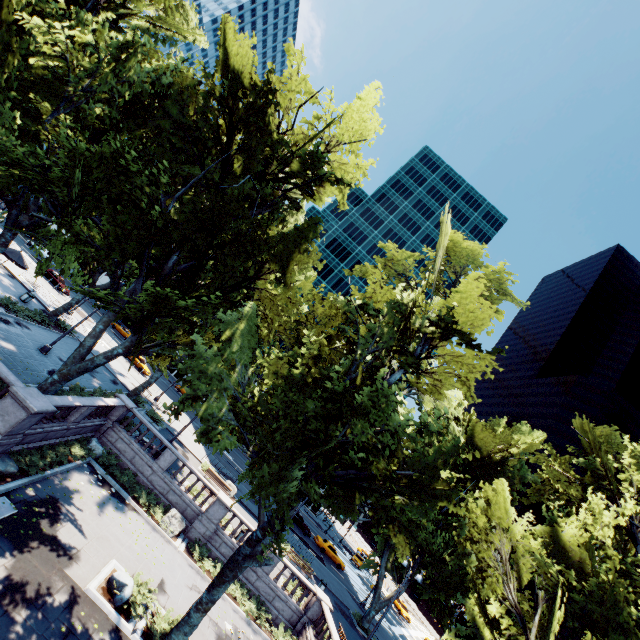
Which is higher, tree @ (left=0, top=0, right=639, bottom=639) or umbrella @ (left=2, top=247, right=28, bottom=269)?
tree @ (left=0, top=0, right=639, bottom=639)

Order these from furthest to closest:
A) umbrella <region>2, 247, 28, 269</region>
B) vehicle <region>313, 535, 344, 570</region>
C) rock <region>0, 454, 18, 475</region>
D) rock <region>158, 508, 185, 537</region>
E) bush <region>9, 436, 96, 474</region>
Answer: vehicle <region>313, 535, 344, 570</region>
umbrella <region>2, 247, 28, 269</region>
rock <region>158, 508, 185, 537</region>
bush <region>9, 436, 96, 474</region>
rock <region>0, 454, 18, 475</region>

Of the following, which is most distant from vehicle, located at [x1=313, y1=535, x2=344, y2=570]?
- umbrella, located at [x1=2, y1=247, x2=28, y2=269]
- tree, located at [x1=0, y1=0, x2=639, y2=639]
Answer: umbrella, located at [x1=2, y1=247, x2=28, y2=269]

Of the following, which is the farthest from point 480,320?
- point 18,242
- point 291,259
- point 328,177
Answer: point 18,242

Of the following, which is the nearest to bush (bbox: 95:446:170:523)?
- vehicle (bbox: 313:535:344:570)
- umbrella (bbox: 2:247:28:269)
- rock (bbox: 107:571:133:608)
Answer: rock (bbox: 107:571:133:608)

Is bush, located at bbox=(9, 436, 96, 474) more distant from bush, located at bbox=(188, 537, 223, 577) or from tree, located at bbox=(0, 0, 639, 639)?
tree, located at bbox=(0, 0, 639, 639)

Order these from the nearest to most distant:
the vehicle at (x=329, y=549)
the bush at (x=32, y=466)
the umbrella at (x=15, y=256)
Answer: the bush at (x=32, y=466), the umbrella at (x=15, y=256), the vehicle at (x=329, y=549)

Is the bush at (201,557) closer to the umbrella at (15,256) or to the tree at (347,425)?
the tree at (347,425)
